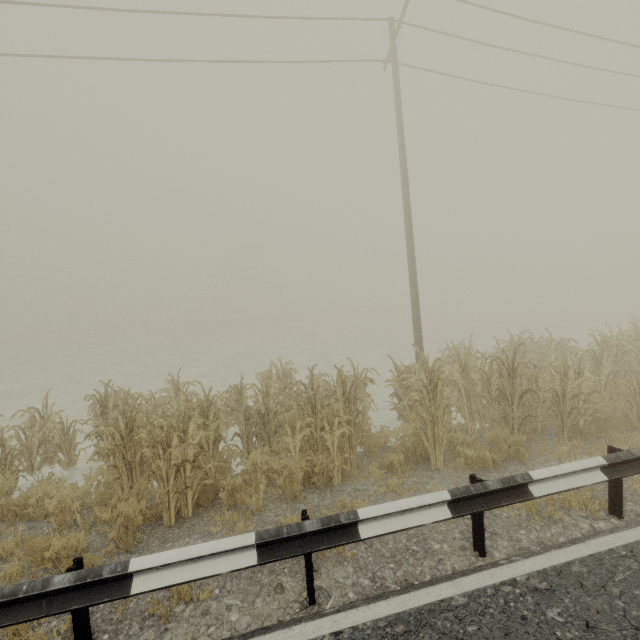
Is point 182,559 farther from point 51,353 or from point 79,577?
point 51,353

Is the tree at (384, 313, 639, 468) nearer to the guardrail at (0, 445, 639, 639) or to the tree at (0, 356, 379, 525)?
the guardrail at (0, 445, 639, 639)

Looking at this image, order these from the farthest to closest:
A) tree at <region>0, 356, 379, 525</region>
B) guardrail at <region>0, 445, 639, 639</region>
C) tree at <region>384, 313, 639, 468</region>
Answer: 1. tree at <region>384, 313, 639, 468</region>
2. tree at <region>0, 356, 379, 525</region>
3. guardrail at <region>0, 445, 639, 639</region>

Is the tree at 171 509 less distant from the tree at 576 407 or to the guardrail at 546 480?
the guardrail at 546 480

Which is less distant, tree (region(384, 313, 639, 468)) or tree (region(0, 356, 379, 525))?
tree (region(0, 356, 379, 525))

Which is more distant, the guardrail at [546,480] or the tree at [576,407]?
the tree at [576,407]

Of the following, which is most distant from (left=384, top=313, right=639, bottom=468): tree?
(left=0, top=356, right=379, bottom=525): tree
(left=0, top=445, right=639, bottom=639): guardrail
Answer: (left=0, top=356, right=379, bottom=525): tree
